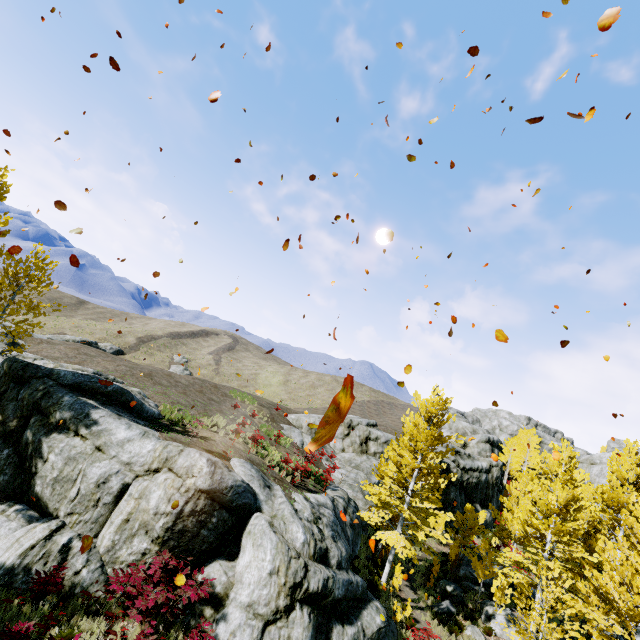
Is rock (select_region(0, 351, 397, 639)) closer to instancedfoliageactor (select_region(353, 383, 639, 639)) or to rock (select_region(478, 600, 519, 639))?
instancedfoliageactor (select_region(353, 383, 639, 639))

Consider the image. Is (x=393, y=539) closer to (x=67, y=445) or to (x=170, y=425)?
(x=170, y=425)

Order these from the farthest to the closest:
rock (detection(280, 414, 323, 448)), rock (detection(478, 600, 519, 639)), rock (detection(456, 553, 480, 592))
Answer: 1. rock (detection(280, 414, 323, 448))
2. rock (detection(456, 553, 480, 592))
3. rock (detection(478, 600, 519, 639))

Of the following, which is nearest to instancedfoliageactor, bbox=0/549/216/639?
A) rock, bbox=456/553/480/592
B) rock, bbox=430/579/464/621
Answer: rock, bbox=430/579/464/621

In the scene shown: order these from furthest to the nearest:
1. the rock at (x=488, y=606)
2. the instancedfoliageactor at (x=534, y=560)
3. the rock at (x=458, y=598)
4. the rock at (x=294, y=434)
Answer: the rock at (x=294, y=434) < the rock at (x=458, y=598) < the rock at (x=488, y=606) < the instancedfoliageactor at (x=534, y=560)

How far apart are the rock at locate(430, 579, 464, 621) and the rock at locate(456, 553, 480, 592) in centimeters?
254cm

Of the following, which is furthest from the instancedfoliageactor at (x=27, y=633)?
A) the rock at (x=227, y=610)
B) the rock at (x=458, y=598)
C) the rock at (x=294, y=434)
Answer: the rock at (x=458, y=598)

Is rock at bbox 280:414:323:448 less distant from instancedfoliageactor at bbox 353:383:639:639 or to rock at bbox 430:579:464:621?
rock at bbox 430:579:464:621
